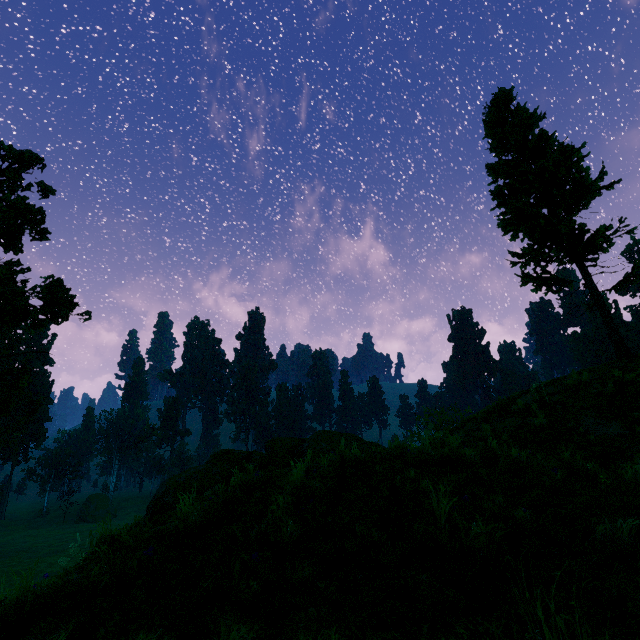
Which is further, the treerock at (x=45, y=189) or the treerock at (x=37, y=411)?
the treerock at (x=45, y=189)

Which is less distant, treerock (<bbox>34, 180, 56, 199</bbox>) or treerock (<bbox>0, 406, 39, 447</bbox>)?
treerock (<bbox>0, 406, 39, 447</bbox>)

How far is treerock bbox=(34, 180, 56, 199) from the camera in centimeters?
2225cm

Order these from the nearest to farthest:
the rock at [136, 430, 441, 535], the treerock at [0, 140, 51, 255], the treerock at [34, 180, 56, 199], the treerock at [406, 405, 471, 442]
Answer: the rock at [136, 430, 441, 535] < the treerock at [406, 405, 471, 442] < the treerock at [0, 140, 51, 255] < the treerock at [34, 180, 56, 199]

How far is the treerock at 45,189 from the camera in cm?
2225

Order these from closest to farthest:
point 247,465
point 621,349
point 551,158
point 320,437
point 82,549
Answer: point 247,465 → point 320,437 → point 621,349 → point 551,158 → point 82,549
